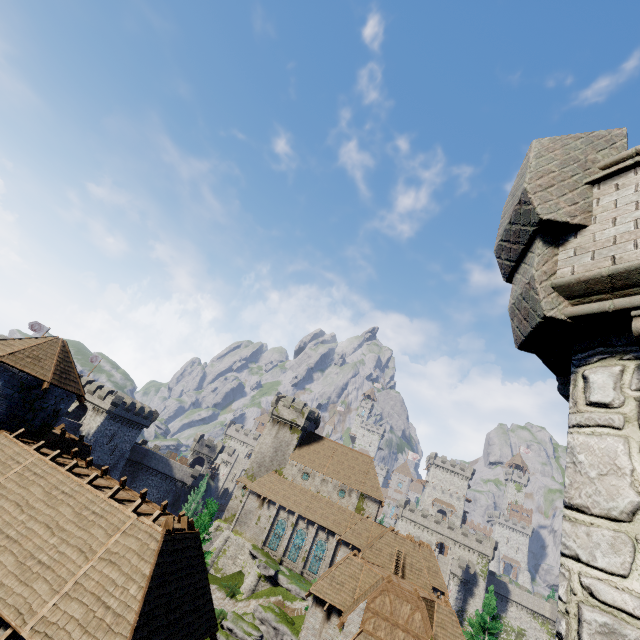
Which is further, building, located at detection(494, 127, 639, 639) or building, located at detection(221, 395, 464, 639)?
building, located at detection(221, 395, 464, 639)

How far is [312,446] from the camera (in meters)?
53.16

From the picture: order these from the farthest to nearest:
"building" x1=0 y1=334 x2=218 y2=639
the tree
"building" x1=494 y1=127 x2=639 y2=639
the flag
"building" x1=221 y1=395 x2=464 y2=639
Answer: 1. the flag
2. the tree
3. "building" x1=221 y1=395 x2=464 y2=639
4. "building" x1=0 y1=334 x2=218 y2=639
5. "building" x1=494 y1=127 x2=639 y2=639

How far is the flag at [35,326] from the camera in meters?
46.0

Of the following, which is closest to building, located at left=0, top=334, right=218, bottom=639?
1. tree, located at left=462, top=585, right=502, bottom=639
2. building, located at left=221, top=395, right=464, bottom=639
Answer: building, located at left=221, top=395, right=464, bottom=639

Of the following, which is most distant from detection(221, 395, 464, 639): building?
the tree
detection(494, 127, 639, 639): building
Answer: detection(494, 127, 639, 639): building

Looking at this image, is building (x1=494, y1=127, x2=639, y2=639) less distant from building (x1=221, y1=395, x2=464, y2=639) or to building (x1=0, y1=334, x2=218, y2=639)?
building (x1=0, y1=334, x2=218, y2=639)

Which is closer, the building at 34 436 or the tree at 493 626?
the building at 34 436
